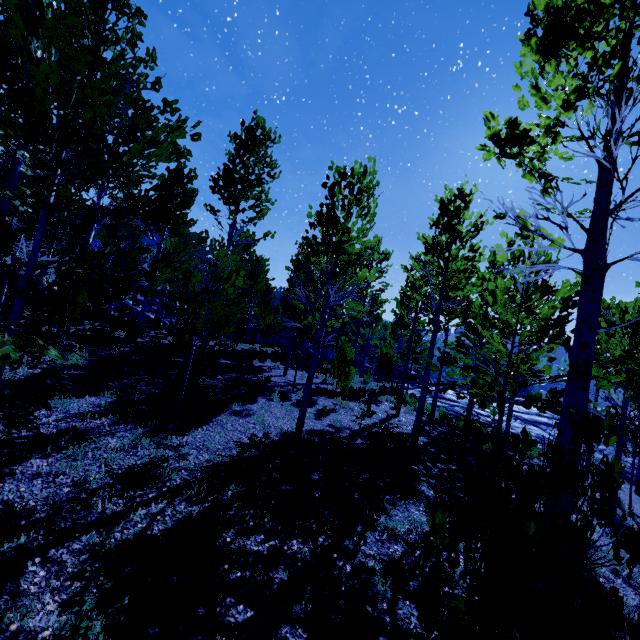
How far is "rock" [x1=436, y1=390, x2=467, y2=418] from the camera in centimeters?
2291cm

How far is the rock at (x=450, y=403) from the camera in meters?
22.9

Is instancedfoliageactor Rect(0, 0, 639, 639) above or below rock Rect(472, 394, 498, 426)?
above

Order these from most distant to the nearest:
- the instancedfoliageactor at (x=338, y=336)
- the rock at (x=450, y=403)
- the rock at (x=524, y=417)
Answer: the rock at (x=450, y=403) → the rock at (x=524, y=417) → the instancedfoliageactor at (x=338, y=336)

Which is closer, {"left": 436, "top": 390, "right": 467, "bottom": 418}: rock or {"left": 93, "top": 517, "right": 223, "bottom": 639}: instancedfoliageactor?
{"left": 93, "top": 517, "right": 223, "bottom": 639}: instancedfoliageactor

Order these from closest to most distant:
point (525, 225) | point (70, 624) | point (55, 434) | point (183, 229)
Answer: point (70, 624) < point (525, 225) < point (55, 434) < point (183, 229)
